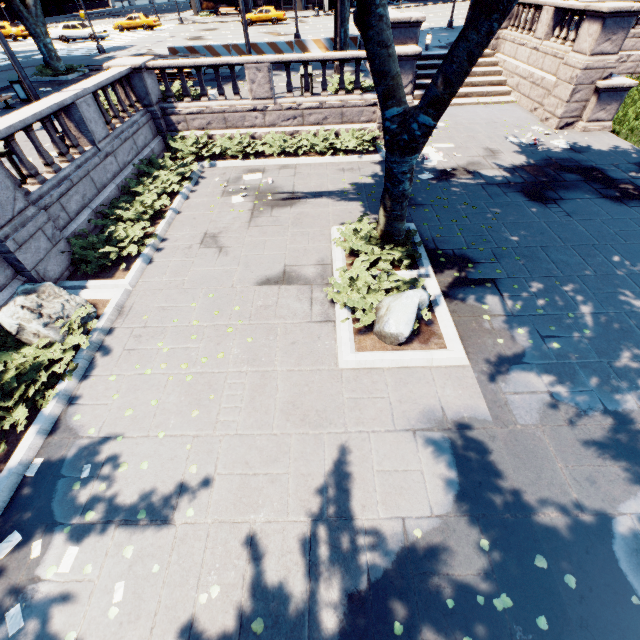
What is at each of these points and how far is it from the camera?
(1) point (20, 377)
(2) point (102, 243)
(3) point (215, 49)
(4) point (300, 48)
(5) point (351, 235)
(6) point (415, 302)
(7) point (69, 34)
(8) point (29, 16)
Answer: (1) bush, 5.8m
(2) bush, 8.7m
(3) concrete barrier, 20.4m
(4) concrete barrier, 20.4m
(5) bush, 8.5m
(6) rock, 6.3m
(7) vehicle, 31.3m
(8) tree, 17.5m

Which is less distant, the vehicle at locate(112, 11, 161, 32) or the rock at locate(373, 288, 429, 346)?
the rock at locate(373, 288, 429, 346)

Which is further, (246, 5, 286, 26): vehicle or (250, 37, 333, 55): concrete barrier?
(246, 5, 286, 26): vehicle

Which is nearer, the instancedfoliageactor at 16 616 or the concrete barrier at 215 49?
the instancedfoliageactor at 16 616

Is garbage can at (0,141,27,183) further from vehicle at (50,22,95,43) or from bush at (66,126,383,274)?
vehicle at (50,22,95,43)

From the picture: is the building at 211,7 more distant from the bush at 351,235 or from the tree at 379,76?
the bush at 351,235

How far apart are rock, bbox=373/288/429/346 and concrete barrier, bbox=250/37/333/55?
21.2m

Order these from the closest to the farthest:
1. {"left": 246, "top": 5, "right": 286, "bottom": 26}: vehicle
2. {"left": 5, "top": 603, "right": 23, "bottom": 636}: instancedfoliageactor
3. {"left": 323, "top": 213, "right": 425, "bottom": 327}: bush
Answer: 1. {"left": 5, "top": 603, "right": 23, "bottom": 636}: instancedfoliageactor
2. {"left": 323, "top": 213, "right": 425, "bottom": 327}: bush
3. {"left": 246, "top": 5, "right": 286, "bottom": 26}: vehicle
